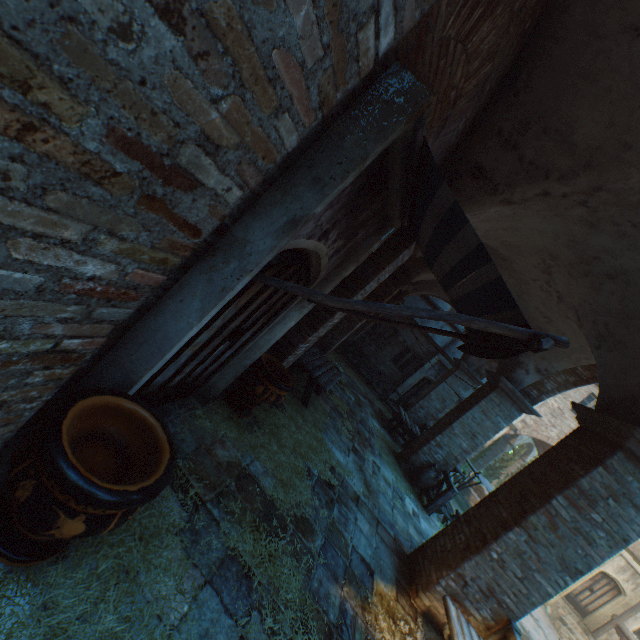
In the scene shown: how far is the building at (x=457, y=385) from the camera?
14.1 meters

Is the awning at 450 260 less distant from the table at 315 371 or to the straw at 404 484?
the straw at 404 484

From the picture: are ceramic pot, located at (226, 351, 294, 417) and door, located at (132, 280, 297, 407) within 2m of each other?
yes

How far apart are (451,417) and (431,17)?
9.8m

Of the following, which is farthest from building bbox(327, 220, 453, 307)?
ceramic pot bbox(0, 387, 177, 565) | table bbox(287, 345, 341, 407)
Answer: table bbox(287, 345, 341, 407)

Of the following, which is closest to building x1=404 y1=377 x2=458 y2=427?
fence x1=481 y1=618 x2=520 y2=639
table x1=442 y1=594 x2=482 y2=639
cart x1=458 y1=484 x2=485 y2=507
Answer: fence x1=481 y1=618 x2=520 y2=639

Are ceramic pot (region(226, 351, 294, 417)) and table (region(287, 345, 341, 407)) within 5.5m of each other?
yes

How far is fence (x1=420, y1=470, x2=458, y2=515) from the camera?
8.39m
